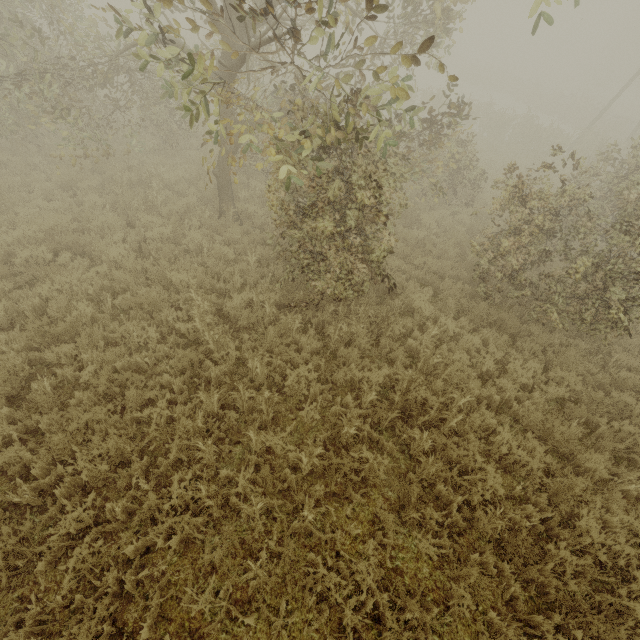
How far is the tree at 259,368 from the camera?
5.7m

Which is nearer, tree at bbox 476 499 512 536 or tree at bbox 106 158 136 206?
tree at bbox 476 499 512 536

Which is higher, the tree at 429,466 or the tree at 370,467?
the tree at 429,466

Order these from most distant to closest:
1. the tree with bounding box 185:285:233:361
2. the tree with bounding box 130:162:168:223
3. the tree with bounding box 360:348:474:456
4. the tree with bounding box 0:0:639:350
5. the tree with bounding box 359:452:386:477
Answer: the tree with bounding box 130:162:168:223
the tree with bounding box 185:285:233:361
the tree with bounding box 360:348:474:456
the tree with bounding box 359:452:386:477
the tree with bounding box 0:0:639:350

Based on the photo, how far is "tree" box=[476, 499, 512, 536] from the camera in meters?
4.3

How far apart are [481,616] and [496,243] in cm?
702
